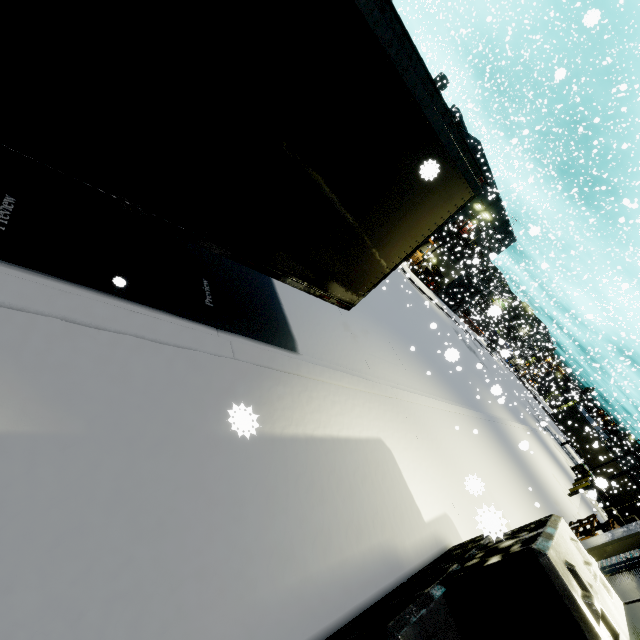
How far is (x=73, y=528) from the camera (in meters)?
2.12

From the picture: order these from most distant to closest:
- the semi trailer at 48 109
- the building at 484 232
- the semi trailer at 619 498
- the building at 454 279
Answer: the building at 454 279 < the building at 484 232 < the semi trailer at 619 498 < the semi trailer at 48 109

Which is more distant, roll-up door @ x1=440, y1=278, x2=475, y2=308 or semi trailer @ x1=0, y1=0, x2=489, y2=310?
roll-up door @ x1=440, y1=278, x2=475, y2=308

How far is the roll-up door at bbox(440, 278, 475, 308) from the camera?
44.0m

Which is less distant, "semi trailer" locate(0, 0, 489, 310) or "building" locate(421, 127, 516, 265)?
"semi trailer" locate(0, 0, 489, 310)

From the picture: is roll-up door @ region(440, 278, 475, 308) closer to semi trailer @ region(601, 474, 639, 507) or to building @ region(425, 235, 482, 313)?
building @ region(425, 235, 482, 313)

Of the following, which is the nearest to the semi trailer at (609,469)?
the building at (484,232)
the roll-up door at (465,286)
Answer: the building at (484,232)
